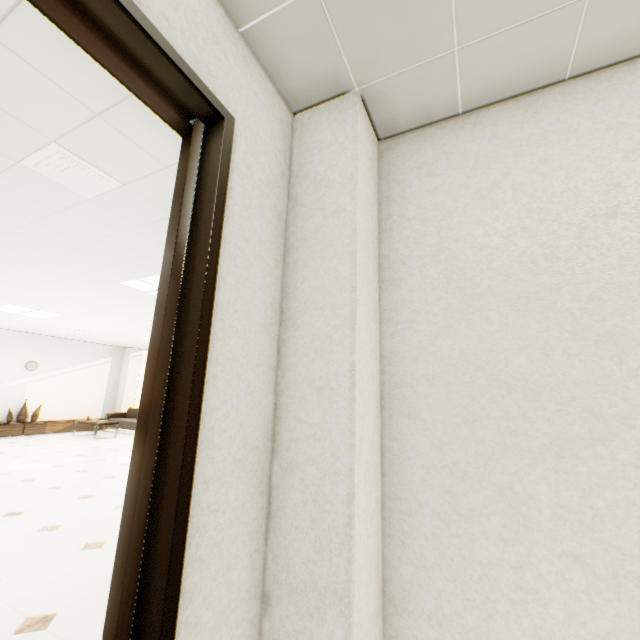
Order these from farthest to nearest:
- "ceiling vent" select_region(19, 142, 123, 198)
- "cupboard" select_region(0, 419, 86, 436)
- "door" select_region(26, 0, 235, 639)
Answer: "cupboard" select_region(0, 419, 86, 436) → "ceiling vent" select_region(19, 142, 123, 198) → "door" select_region(26, 0, 235, 639)

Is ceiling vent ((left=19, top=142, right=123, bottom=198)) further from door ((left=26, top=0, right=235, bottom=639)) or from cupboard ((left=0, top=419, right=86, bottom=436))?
cupboard ((left=0, top=419, right=86, bottom=436))

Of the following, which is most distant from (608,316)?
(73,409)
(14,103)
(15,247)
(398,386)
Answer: (73,409)

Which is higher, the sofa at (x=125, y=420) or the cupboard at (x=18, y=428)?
the sofa at (x=125, y=420)

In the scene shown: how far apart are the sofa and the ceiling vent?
9.0m

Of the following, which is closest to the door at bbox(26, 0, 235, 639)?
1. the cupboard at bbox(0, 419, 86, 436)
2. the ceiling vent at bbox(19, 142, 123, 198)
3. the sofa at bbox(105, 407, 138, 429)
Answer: the ceiling vent at bbox(19, 142, 123, 198)

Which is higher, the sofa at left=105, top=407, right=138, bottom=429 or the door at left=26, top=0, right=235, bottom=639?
the door at left=26, top=0, right=235, bottom=639

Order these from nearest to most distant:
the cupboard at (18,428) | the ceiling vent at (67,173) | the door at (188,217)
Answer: the door at (188,217), the ceiling vent at (67,173), the cupboard at (18,428)
